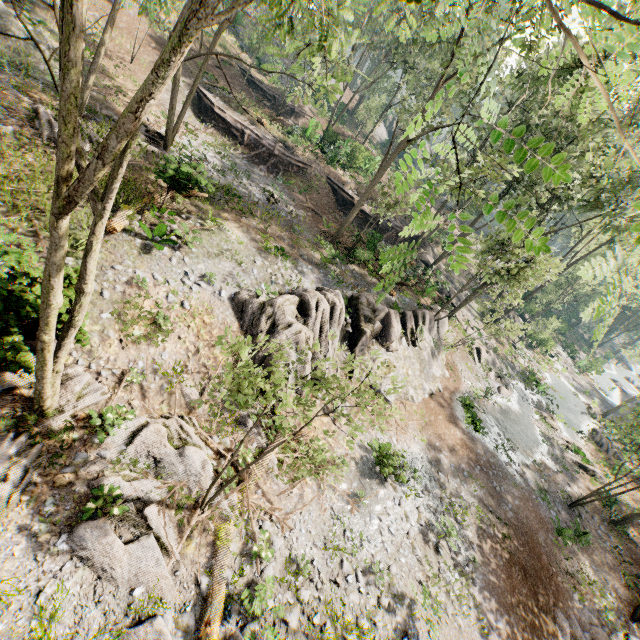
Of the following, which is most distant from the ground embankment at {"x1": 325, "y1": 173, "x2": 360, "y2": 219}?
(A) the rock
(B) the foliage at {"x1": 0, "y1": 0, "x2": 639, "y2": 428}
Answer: (A) the rock

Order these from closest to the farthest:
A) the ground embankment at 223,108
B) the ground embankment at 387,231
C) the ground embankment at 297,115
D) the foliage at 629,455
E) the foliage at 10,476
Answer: the foliage at 10,476, the foliage at 629,455, the ground embankment at 387,231, the ground embankment at 223,108, the ground embankment at 297,115

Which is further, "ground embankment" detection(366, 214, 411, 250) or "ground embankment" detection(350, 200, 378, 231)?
"ground embankment" detection(350, 200, 378, 231)

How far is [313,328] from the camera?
15.2 meters

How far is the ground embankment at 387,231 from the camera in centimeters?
2406cm

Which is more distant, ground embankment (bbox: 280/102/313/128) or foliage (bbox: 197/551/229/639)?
ground embankment (bbox: 280/102/313/128)

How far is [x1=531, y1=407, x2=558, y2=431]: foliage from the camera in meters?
29.1

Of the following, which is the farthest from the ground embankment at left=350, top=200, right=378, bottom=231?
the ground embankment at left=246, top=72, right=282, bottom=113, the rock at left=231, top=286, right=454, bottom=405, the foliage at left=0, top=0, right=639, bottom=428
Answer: the ground embankment at left=246, top=72, right=282, bottom=113
